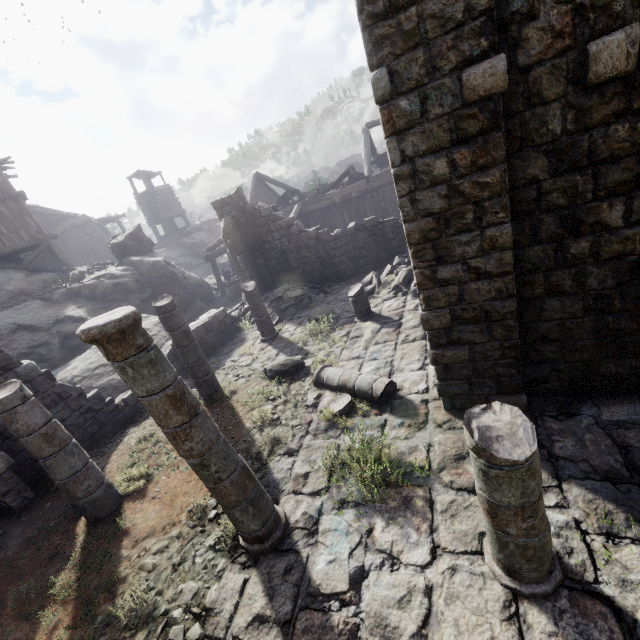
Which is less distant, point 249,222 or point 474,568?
point 474,568

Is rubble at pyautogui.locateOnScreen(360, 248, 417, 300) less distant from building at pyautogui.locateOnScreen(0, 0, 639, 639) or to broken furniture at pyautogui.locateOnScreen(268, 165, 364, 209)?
building at pyautogui.locateOnScreen(0, 0, 639, 639)

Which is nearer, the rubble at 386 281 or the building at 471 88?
the building at 471 88

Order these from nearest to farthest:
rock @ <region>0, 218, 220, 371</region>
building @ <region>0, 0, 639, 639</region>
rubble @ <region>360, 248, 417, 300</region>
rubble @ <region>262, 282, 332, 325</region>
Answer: building @ <region>0, 0, 639, 639</region>, rubble @ <region>360, 248, 417, 300</region>, rubble @ <region>262, 282, 332, 325</region>, rock @ <region>0, 218, 220, 371</region>

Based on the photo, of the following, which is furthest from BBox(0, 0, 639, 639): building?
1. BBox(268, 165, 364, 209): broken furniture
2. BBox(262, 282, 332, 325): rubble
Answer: BBox(268, 165, 364, 209): broken furniture

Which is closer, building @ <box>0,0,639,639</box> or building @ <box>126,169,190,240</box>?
building @ <box>0,0,639,639</box>

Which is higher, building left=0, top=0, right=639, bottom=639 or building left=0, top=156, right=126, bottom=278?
building left=0, top=156, right=126, bottom=278

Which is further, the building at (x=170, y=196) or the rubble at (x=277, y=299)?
the building at (x=170, y=196)
